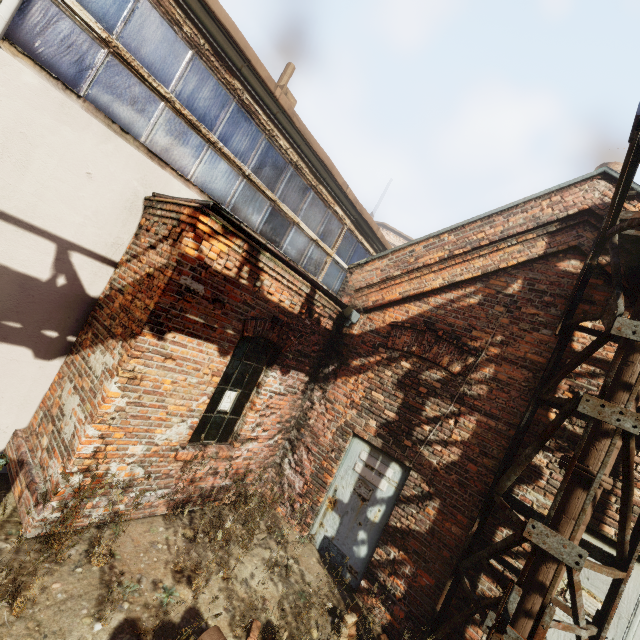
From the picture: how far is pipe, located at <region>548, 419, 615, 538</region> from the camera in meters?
3.4

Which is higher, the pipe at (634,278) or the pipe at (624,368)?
the pipe at (634,278)

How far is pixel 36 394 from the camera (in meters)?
4.28

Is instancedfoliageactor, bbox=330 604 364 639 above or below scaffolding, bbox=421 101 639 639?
below

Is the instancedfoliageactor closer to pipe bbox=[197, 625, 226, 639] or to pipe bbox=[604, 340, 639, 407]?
pipe bbox=[604, 340, 639, 407]

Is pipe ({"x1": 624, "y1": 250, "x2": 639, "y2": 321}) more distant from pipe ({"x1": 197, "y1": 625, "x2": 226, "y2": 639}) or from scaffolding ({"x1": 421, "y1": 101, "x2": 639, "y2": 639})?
pipe ({"x1": 197, "y1": 625, "x2": 226, "y2": 639})

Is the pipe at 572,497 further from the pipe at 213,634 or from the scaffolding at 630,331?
the pipe at 213,634
